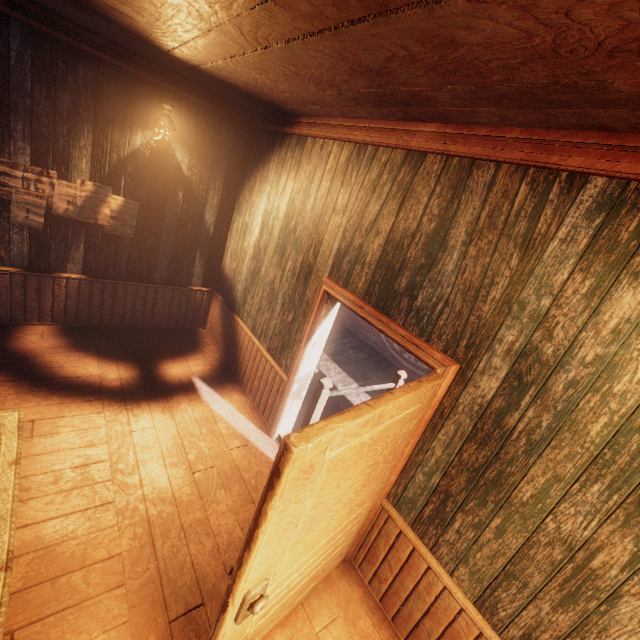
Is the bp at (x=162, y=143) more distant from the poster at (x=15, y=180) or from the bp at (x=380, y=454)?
the bp at (x=380, y=454)

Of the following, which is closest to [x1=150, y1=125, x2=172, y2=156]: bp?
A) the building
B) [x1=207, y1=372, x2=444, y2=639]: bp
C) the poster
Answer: the building

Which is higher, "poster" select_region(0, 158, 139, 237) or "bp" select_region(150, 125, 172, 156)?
"bp" select_region(150, 125, 172, 156)

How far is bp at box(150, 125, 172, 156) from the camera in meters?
4.5

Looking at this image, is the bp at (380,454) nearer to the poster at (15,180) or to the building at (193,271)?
the building at (193,271)

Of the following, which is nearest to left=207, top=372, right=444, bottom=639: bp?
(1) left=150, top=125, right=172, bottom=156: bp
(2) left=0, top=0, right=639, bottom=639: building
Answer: (2) left=0, top=0, right=639, bottom=639: building

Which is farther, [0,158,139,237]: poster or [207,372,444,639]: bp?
[0,158,139,237]: poster

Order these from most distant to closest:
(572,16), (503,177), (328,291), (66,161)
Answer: (66,161) < (328,291) < (503,177) < (572,16)
